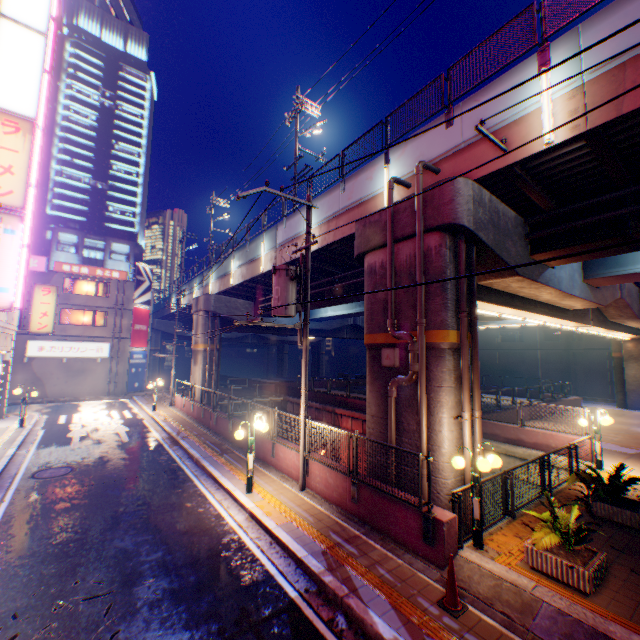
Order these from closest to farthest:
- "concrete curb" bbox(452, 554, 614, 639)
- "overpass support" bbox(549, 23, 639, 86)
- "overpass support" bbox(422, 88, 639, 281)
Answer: "concrete curb" bbox(452, 554, 614, 639) < "overpass support" bbox(549, 23, 639, 86) < "overpass support" bbox(422, 88, 639, 281)

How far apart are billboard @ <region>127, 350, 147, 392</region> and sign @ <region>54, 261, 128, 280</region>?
7.12m

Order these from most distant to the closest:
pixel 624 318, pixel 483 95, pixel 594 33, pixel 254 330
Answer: pixel 254 330
pixel 624 318
pixel 483 95
pixel 594 33

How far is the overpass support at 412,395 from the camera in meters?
9.1

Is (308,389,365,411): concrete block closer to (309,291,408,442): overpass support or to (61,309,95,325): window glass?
(309,291,408,442): overpass support

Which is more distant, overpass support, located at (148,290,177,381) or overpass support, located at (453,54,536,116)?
overpass support, located at (148,290,177,381)

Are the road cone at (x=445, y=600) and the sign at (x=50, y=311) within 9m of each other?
no

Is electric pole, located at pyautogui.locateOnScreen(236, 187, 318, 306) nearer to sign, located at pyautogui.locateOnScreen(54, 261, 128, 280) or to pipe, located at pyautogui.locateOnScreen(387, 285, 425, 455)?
pipe, located at pyautogui.locateOnScreen(387, 285, 425, 455)
